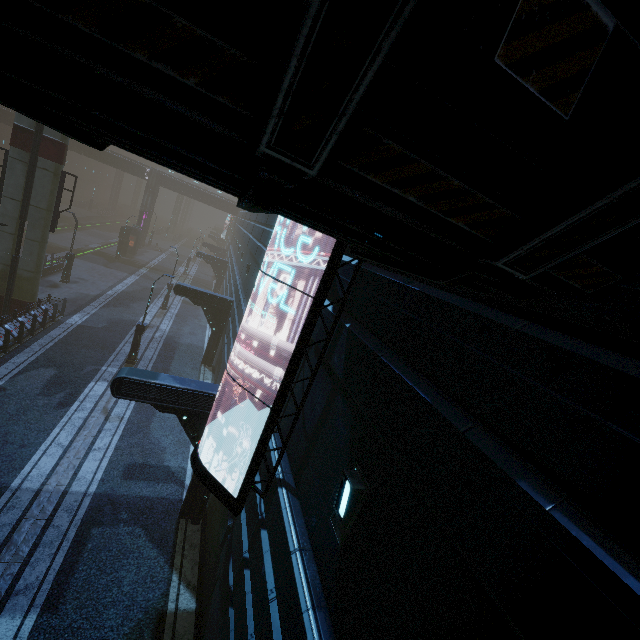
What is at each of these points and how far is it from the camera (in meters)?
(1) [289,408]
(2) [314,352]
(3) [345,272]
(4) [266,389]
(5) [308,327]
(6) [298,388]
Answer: (1) building, 6.87
(2) building, 6.48
(3) building, 5.65
(4) building, 8.82
(5) sign, 5.41
(6) building, 6.72

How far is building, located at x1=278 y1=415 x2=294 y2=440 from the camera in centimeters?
657cm

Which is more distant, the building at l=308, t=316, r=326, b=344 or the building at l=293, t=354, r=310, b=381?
the building at l=293, t=354, r=310, b=381

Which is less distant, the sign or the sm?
the sign

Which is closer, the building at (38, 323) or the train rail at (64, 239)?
the building at (38, 323)

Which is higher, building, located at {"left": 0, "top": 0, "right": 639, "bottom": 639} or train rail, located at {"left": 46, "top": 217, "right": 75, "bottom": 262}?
building, located at {"left": 0, "top": 0, "right": 639, "bottom": 639}

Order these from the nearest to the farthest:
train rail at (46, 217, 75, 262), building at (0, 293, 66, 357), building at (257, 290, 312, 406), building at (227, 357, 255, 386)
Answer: building at (257, 290, 312, 406) → building at (227, 357, 255, 386) → building at (0, 293, 66, 357) → train rail at (46, 217, 75, 262)

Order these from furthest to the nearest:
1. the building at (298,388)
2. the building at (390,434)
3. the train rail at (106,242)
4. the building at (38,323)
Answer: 1. the train rail at (106,242)
2. the building at (38,323)
3. the building at (298,388)
4. the building at (390,434)
